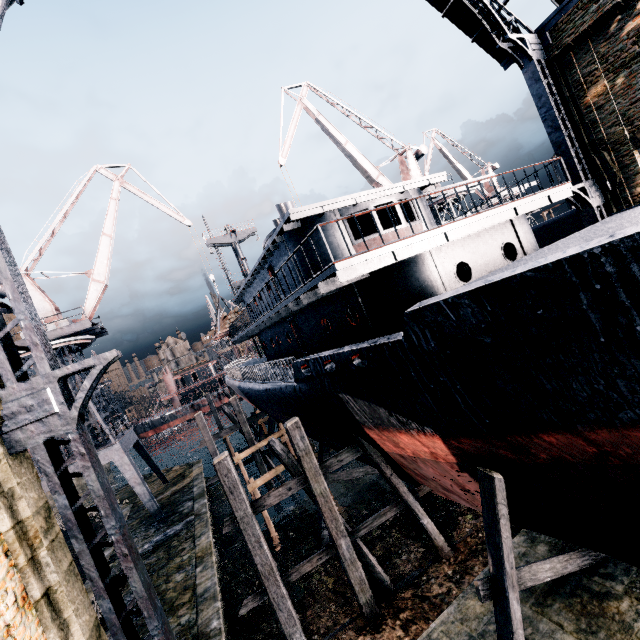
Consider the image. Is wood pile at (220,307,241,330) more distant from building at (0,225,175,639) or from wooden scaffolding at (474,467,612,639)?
wooden scaffolding at (474,467,612,639)

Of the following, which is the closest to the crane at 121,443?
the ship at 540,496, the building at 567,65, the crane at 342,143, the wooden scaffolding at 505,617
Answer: the ship at 540,496

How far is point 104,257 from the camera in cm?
2639

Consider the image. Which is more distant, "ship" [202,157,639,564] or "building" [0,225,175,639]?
"building" [0,225,175,639]

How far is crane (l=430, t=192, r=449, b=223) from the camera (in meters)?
28.42

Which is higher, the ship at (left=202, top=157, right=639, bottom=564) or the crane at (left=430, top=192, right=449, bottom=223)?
the crane at (left=430, top=192, right=449, bottom=223)

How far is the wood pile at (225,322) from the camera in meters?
26.4

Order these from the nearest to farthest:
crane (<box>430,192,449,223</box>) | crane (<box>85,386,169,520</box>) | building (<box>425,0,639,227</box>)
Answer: building (<box>425,0,639,227</box>) < crane (<box>85,386,169,520</box>) < crane (<box>430,192,449,223</box>)
